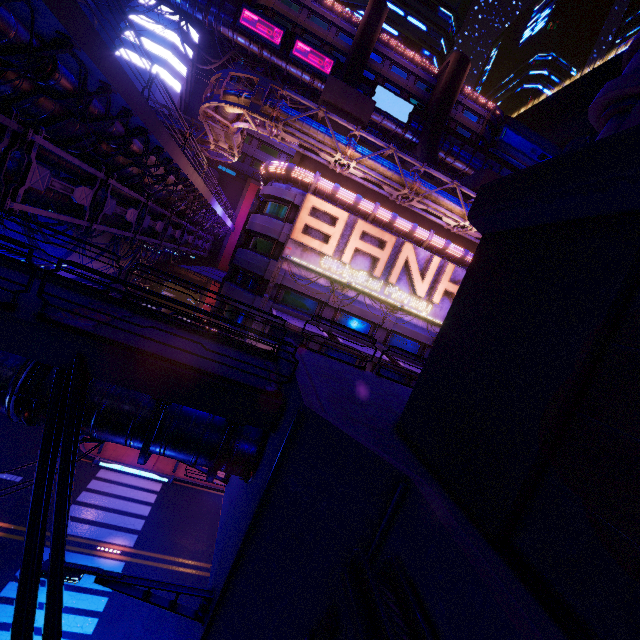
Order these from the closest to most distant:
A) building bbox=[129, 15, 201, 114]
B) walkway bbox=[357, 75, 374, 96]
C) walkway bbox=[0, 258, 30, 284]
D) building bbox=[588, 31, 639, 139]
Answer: building bbox=[588, 31, 639, 139] < walkway bbox=[0, 258, 30, 284] < building bbox=[129, 15, 201, 114] < walkway bbox=[357, 75, 374, 96]

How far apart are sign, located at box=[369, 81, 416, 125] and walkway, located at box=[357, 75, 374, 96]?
0.09m

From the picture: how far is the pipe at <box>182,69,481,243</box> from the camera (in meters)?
19.39

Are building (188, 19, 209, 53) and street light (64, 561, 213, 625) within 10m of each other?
no

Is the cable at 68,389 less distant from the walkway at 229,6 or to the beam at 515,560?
the beam at 515,560

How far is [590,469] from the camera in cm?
341

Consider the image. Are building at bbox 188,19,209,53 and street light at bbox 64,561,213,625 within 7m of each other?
no

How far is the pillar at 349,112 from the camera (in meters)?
24.68
